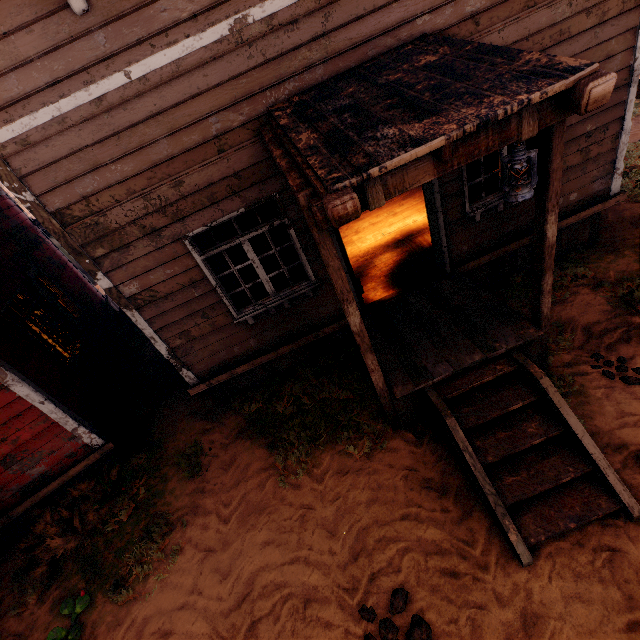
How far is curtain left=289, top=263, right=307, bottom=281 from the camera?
5.1m

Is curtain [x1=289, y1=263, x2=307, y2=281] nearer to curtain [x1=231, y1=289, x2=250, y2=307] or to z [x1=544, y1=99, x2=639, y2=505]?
curtain [x1=231, y1=289, x2=250, y2=307]

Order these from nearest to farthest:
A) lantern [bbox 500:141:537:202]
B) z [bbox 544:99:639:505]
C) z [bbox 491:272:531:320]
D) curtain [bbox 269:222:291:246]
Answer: lantern [bbox 500:141:537:202] < z [bbox 544:99:639:505] < curtain [bbox 269:222:291:246] < z [bbox 491:272:531:320]

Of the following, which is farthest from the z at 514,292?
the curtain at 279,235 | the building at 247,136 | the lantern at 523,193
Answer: the lantern at 523,193

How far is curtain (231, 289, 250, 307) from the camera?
5.1 meters

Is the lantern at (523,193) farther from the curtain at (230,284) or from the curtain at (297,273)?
the curtain at (230,284)

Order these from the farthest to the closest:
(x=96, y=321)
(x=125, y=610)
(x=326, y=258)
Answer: (x=96, y=321) < (x=125, y=610) < (x=326, y=258)

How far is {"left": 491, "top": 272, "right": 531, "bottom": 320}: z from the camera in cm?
561
